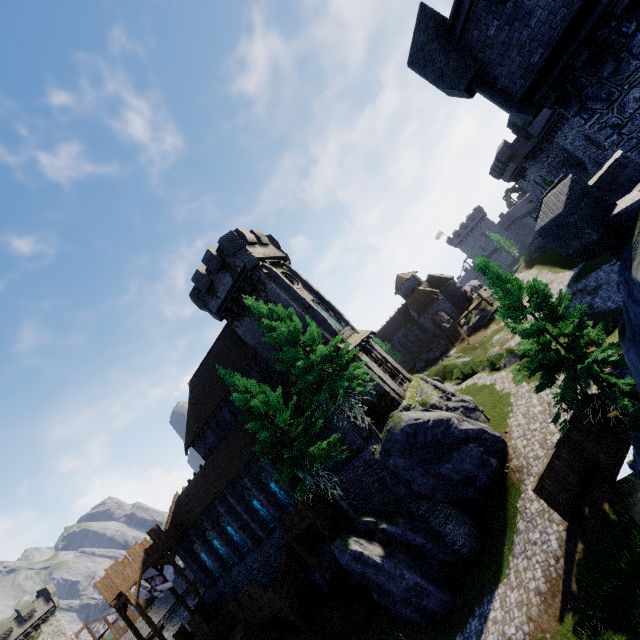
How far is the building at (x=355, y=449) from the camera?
23.4m

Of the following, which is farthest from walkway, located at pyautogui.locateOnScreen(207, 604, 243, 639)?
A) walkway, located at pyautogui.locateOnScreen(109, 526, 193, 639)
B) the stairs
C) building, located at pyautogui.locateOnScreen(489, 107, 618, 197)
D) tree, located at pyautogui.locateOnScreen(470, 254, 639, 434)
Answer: building, located at pyautogui.locateOnScreen(489, 107, 618, 197)

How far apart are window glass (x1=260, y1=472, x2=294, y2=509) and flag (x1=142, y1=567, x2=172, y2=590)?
12.59m

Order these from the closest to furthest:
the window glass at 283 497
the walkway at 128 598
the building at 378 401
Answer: the building at 378 401 → the walkway at 128 598 → the window glass at 283 497

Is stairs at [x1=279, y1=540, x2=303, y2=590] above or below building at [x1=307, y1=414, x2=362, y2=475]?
below

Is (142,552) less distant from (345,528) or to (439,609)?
(345,528)

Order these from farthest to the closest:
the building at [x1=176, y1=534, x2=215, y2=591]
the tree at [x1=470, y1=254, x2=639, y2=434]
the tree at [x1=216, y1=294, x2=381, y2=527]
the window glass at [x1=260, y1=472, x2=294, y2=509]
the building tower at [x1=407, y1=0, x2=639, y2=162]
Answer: the building at [x1=176, y1=534, x2=215, y2=591], the window glass at [x1=260, y1=472, x2=294, y2=509], the tree at [x1=216, y1=294, x2=381, y2=527], the tree at [x1=470, y1=254, x2=639, y2=434], the building tower at [x1=407, y1=0, x2=639, y2=162]

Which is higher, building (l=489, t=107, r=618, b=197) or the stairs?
building (l=489, t=107, r=618, b=197)
